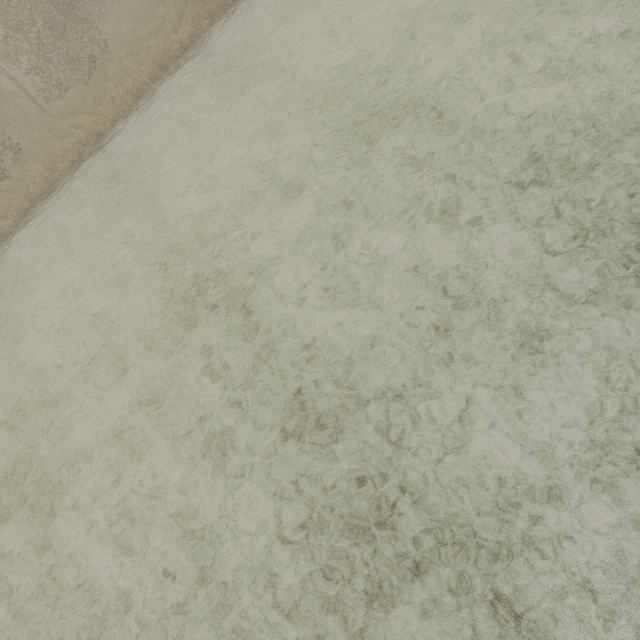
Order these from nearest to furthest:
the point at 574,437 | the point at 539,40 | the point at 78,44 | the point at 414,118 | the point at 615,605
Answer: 1. the point at 615,605
2. the point at 574,437
3. the point at 539,40
4. the point at 414,118
5. the point at 78,44
